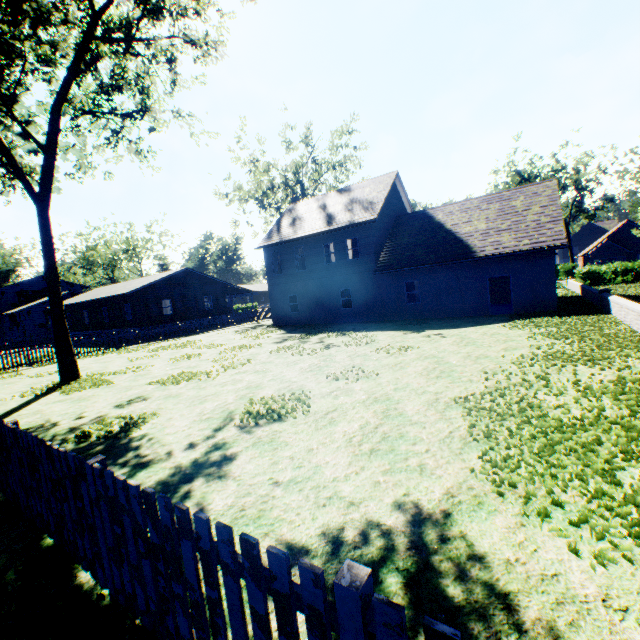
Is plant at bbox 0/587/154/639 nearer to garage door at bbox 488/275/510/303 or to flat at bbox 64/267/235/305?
flat at bbox 64/267/235/305

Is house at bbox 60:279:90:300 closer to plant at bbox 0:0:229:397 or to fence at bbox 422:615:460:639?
plant at bbox 0:0:229:397

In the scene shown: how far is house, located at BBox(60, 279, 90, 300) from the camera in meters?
45.1

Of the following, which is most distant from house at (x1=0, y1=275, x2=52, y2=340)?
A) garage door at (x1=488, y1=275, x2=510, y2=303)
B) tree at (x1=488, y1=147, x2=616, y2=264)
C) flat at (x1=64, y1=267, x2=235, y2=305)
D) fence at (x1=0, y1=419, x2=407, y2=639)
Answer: garage door at (x1=488, y1=275, x2=510, y2=303)

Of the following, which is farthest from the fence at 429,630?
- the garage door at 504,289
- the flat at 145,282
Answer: the garage door at 504,289

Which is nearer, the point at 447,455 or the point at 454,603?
the point at 454,603

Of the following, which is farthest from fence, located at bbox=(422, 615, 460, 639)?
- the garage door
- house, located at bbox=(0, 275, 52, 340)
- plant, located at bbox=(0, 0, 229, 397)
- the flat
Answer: the garage door

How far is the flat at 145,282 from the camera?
31.2m
